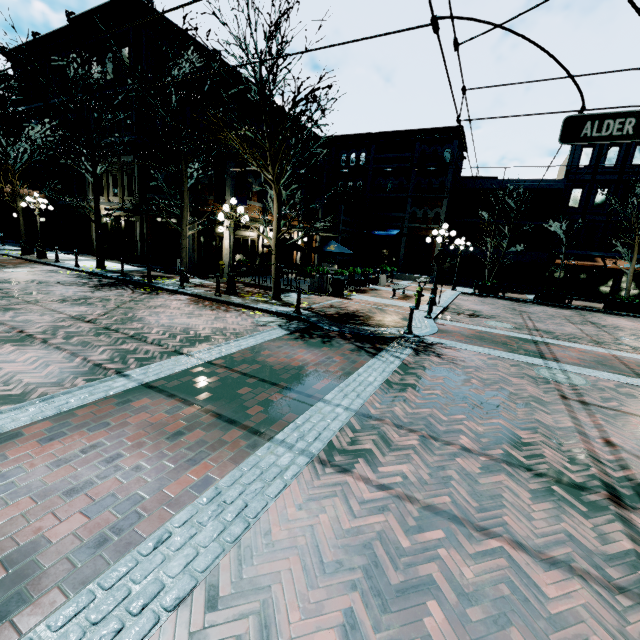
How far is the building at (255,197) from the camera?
18.3m

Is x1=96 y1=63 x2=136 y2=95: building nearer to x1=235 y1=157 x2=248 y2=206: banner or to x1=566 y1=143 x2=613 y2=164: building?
x1=235 y1=157 x2=248 y2=206: banner

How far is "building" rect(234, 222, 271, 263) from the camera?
18.4 meters

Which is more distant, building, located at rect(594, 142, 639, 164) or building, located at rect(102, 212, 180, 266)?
building, located at rect(594, 142, 639, 164)

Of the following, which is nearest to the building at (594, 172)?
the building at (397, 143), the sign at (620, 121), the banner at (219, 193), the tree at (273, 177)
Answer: the building at (397, 143)

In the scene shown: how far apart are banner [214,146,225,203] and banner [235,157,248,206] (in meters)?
0.12

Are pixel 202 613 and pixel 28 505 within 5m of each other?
yes

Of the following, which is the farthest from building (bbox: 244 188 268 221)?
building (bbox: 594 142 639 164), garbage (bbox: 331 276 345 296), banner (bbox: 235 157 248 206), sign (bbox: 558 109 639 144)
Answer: building (bbox: 594 142 639 164)
